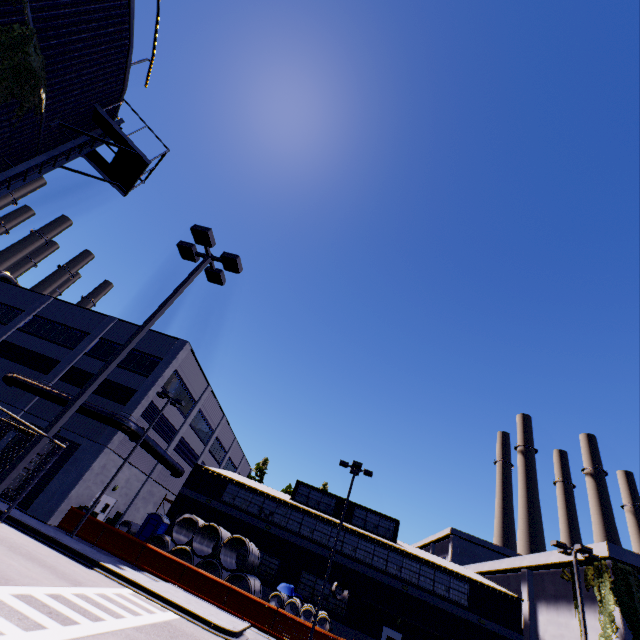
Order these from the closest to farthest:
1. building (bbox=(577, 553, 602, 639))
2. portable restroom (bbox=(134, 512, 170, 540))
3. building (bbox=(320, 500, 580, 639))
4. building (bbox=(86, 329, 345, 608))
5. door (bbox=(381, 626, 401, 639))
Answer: building (bbox=(577, 553, 602, 639)), building (bbox=(320, 500, 580, 639)), portable restroom (bbox=(134, 512, 170, 540)), door (bbox=(381, 626, 401, 639)), building (bbox=(86, 329, 345, 608))

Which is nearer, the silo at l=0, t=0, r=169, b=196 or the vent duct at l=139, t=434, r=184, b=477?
the silo at l=0, t=0, r=169, b=196

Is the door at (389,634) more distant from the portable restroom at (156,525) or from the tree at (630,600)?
the portable restroom at (156,525)

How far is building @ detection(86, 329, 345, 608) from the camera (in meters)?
26.12

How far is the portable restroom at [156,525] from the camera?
24.58m

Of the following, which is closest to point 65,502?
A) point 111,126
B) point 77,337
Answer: point 77,337

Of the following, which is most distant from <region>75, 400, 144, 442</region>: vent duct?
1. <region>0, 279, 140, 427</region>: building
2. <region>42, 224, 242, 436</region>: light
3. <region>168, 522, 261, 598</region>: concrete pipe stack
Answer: <region>42, 224, 242, 436</region>: light

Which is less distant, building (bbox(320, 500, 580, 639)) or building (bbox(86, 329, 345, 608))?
building (bbox(320, 500, 580, 639))
